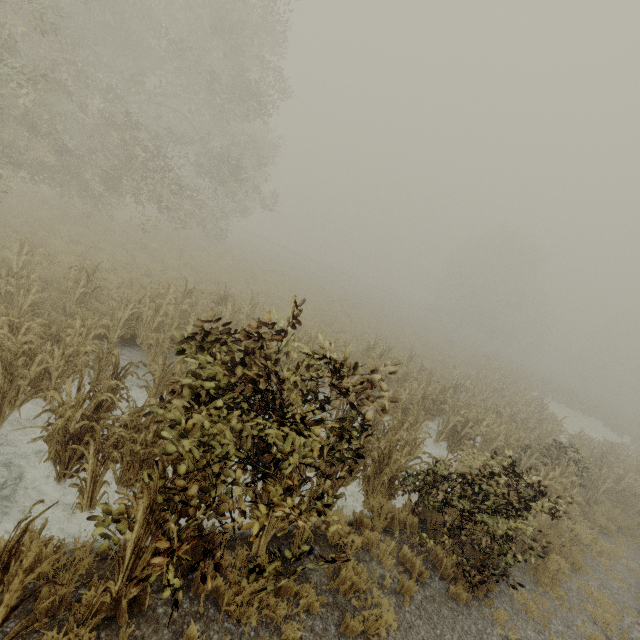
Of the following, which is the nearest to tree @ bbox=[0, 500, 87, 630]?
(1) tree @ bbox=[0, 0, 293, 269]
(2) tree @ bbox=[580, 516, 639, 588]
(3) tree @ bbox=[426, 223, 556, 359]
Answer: (2) tree @ bbox=[580, 516, 639, 588]

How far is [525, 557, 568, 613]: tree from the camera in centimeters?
667cm

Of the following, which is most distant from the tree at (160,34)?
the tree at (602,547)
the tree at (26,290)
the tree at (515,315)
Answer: the tree at (515,315)

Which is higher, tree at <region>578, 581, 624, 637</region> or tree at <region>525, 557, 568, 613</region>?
tree at <region>525, 557, 568, 613</region>

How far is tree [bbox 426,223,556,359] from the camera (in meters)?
44.97

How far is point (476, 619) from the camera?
5.6 meters

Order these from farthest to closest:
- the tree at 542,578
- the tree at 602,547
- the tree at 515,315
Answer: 1. the tree at 515,315
2. the tree at 602,547
3. the tree at 542,578

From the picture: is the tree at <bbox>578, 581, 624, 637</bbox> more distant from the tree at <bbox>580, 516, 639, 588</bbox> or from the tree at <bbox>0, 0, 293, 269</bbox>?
the tree at <bbox>0, 0, 293, 269</bbox>
